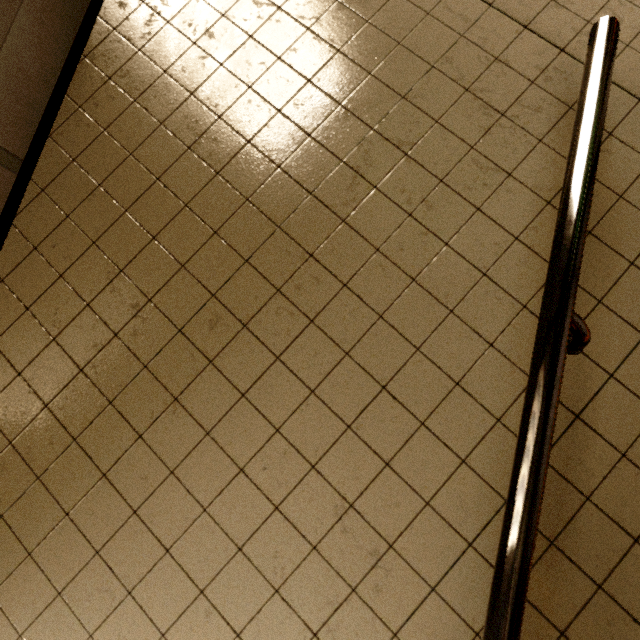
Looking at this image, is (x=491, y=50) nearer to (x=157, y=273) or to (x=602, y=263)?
(x=602, y=263)
